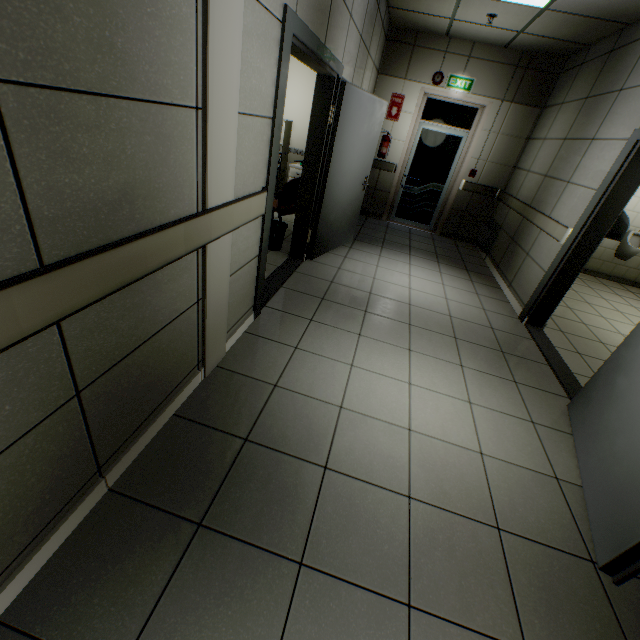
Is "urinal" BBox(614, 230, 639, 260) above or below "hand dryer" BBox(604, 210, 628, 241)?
below

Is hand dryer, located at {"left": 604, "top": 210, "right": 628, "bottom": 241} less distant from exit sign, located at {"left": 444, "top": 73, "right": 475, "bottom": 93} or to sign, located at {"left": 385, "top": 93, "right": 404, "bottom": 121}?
exit sign, located at {"left": 444, "top": 73, "right": 475, "bottom": 93}

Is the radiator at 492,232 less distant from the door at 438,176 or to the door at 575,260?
the door at 438,176

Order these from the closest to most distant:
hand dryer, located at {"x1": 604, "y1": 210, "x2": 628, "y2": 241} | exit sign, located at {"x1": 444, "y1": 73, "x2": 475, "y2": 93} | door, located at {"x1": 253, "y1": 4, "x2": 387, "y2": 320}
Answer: door, located at {"x1": 253, "y1": 4, "x2": 387, "y2": 320} → hand dryer, located at {"x1": 604, "y1": 210, "x2": 628, "y2": 241} → exit sign, located at {"x1": 444, "y1": 73, "x2": 475, "y2": 93}

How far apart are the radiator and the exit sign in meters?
2.4

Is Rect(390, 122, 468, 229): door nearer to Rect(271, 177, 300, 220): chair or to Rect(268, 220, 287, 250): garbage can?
Rect(271, 177, 300, 220): chair

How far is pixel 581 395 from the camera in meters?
2.6 m

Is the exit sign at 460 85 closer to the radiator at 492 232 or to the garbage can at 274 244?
the radiator at 492 232
